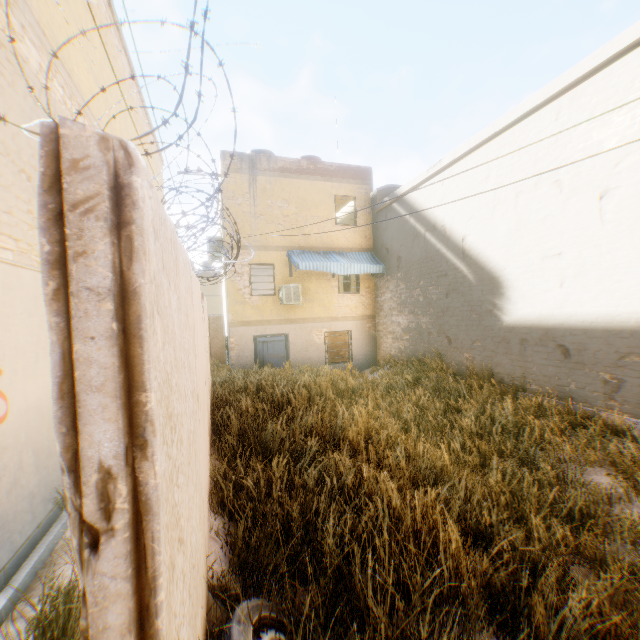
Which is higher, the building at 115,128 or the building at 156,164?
the building at 156,164

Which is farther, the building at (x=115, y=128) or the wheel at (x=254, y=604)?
the building at (x=115, y=128)

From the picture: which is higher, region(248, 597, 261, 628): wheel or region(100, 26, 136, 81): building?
region(100, 26, 136, 81): building

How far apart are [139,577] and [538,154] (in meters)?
9.85

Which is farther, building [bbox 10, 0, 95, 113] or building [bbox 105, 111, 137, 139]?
building [bbox 105, 111, 137, 139]

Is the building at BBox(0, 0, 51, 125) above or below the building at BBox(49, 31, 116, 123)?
below
